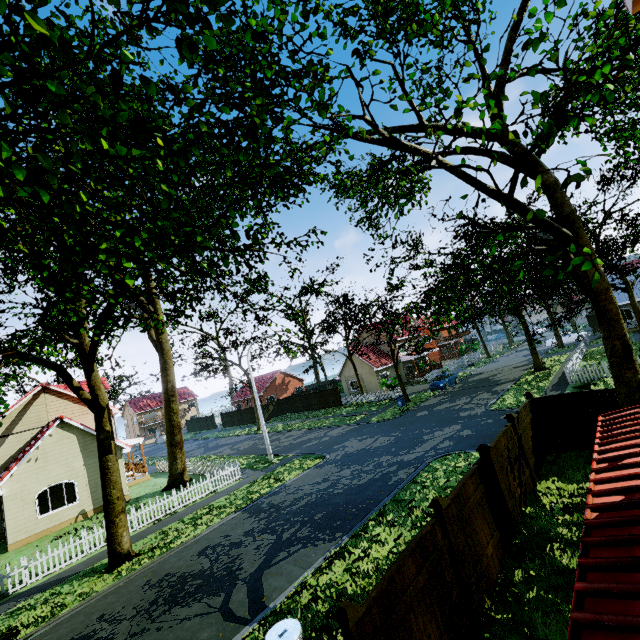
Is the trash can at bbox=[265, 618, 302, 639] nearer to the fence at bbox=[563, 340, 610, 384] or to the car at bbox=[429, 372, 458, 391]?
the fence at bbox=[563, 340, 610, 384]

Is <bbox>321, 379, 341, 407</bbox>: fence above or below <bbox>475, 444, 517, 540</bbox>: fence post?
below

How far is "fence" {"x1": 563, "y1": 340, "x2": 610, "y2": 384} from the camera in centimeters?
1973cm

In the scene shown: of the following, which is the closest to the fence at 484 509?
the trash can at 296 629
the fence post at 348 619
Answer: the fence post at 348 619

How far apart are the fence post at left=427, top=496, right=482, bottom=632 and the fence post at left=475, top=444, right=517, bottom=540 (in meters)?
2.51

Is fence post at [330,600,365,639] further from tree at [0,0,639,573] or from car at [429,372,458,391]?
car at [429,372,458,391]

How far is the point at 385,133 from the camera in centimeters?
654cm

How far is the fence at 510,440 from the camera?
8.3m
